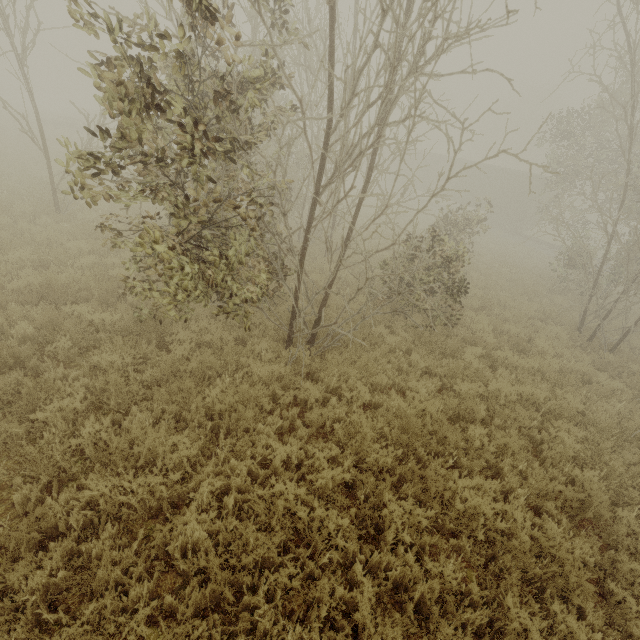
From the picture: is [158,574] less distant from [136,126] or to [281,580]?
[281,580]

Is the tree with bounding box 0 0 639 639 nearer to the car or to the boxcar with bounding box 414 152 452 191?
the boxcar with bounding box 414 152 452 191

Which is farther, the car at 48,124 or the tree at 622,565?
the car at 48,124

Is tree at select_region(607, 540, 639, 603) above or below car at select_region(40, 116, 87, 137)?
below

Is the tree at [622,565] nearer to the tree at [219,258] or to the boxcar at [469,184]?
the tree at [219,258]

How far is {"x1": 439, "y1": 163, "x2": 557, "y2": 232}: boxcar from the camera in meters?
27.0 m

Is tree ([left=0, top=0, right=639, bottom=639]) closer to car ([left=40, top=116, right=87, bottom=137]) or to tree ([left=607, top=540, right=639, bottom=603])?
tree ([left=607, top=540, right=639, bottom=603])
